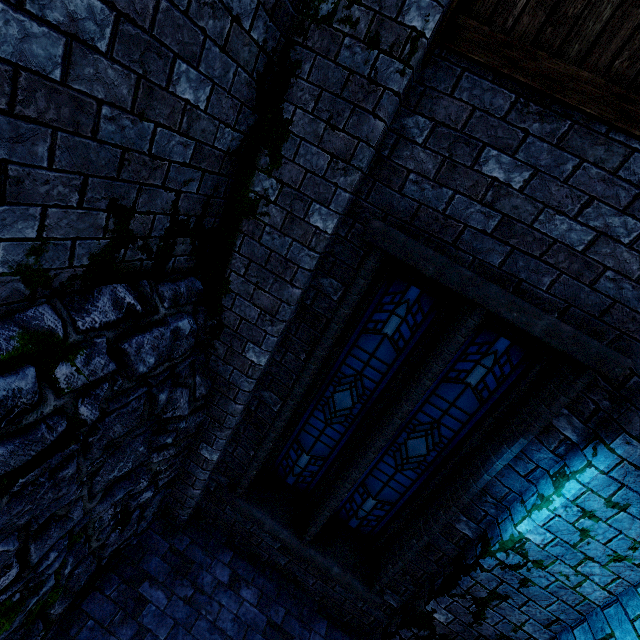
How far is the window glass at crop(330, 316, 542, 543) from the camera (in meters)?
3.19

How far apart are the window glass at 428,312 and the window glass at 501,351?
0.2m

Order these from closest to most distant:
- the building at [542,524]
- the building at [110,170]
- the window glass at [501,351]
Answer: the building at [110,170] < the building at [542,524] < the window glass at [501,351]

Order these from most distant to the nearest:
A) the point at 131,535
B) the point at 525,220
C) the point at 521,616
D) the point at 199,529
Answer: the point at 199,529 < the point at 131,535 < the point at 521,616 < the point at 525,220

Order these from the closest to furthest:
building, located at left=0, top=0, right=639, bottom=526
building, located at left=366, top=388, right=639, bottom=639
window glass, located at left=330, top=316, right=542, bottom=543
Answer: building, located at left=0, top=0, right=639, bottom=526 → building, located at left=366, top=388, right=639, bottom=639 → window glass, located at left=330, top=316, right=542, bottom=543

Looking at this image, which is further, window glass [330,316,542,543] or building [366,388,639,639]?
window glass [330,316,542,543]

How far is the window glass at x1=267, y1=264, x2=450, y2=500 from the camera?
3.3 meters

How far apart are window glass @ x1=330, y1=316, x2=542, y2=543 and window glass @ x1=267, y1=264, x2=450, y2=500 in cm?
22
